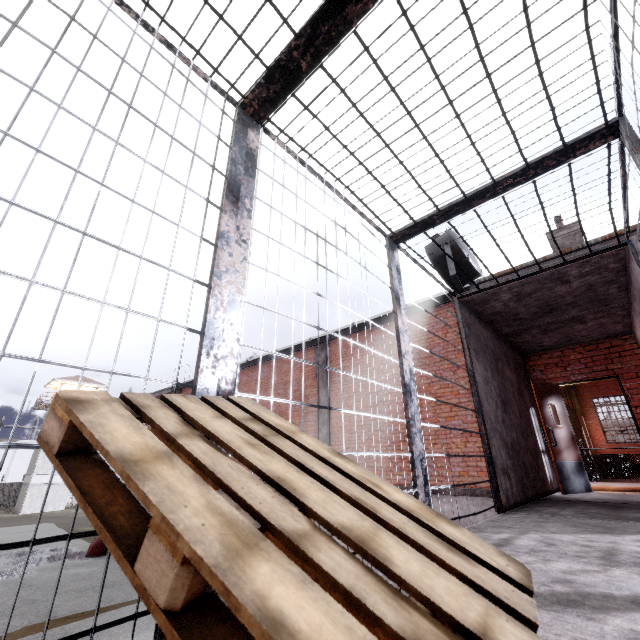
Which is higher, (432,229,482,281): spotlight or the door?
(432,229,482,281): spotlight

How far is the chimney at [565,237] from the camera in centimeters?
936cm

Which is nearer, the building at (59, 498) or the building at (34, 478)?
the building at (34, 478)

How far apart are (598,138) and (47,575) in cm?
2365

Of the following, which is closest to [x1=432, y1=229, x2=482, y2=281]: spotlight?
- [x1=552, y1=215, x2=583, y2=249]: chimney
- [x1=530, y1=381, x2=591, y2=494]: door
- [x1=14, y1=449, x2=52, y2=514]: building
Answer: [x1=530, y1=381, x2=591, y2=494]: door

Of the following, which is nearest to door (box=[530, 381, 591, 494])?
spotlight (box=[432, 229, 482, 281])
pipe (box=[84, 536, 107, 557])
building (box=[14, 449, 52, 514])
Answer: spotlight (box=[432, 229, 482, 281])

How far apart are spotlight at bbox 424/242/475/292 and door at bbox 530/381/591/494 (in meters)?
2.61

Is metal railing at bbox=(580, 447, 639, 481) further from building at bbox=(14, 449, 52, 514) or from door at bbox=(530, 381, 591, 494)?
building at bbox=(14, 449, 52, 514)
